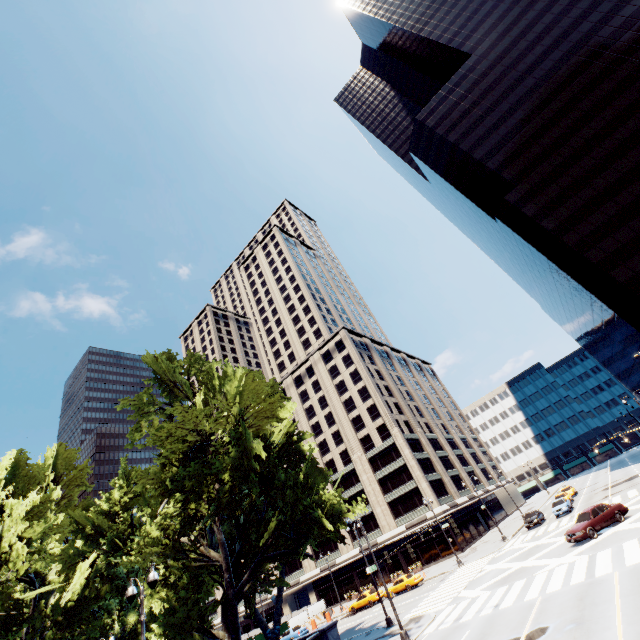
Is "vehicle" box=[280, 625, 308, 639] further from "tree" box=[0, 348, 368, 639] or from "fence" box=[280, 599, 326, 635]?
"tree" box=[0, 348, 368, 639]

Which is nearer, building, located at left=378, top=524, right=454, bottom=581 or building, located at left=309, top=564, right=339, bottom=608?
building, located at left=378, top=524, right=454, bottom=581

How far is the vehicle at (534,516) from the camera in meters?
38.7 m

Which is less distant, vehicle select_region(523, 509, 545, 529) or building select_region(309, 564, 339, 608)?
vehicle select_region(523, 509, 545, 529)

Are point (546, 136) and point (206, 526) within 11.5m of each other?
no

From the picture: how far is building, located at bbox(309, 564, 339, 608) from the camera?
57.00m

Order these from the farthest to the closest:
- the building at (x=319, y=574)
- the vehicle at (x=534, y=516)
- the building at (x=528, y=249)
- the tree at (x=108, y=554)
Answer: the building at (x=319, y=574) → the building at (x=528, y=249) → the vehicle at (x=534, y=516) → the tree at (x=108, y=554)
